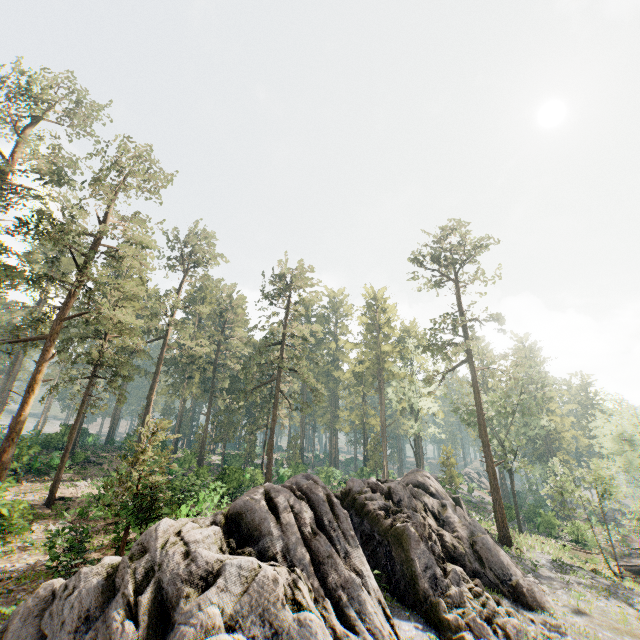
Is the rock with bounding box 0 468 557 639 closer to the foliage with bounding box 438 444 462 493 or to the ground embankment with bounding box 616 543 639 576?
the foliage with bounding box 438 444 462 493

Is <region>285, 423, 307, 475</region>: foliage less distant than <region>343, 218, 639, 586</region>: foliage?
No

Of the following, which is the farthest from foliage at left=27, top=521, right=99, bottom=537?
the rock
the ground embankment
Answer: the ground embankment

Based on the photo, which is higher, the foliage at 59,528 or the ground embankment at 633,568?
the foliage at 59,528

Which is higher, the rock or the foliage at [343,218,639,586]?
the foliage at [343,218,639,586]

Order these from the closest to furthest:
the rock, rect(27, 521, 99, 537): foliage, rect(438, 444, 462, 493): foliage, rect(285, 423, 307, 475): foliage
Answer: the rock
rect(27, 521, 99, 537): foliage
rect(438, 444, 462, 493): foliage
rect(285, 423, 307, 475): foliage

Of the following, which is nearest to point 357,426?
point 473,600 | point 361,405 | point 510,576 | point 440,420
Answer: point 361,405

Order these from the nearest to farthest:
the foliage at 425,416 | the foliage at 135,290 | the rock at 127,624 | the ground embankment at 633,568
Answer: the rock at 127,624
the foliage at 135,290
the foliage at 425,416
the ground embankment at 633,568
